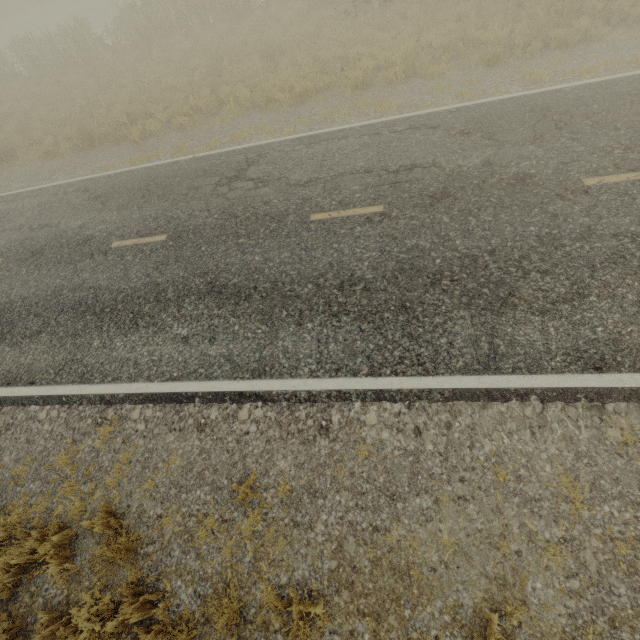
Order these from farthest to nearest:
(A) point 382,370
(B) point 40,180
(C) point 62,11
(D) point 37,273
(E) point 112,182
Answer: (C) point 62,11, (B) point 40,180, (E) point 112,182, (D) point 37,273, (A) point 382,370
